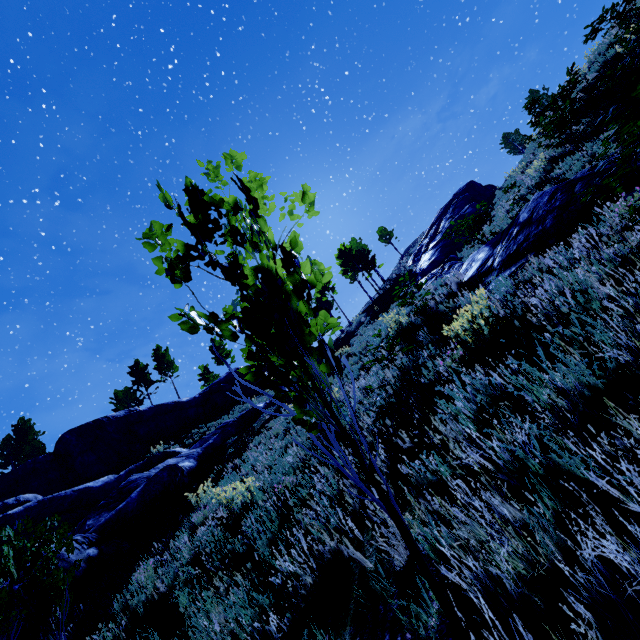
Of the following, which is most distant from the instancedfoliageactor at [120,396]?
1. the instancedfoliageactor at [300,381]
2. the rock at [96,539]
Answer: the instancedfoliageactor at [300,381]

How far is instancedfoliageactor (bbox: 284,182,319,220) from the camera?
1.61m

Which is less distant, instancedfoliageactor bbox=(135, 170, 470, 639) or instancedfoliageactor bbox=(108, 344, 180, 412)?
instancedfoliageactor bbox=(135, 170, 470, 639)

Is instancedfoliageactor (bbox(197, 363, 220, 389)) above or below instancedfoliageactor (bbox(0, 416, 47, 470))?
below

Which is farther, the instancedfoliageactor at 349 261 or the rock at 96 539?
the instancedfoliageactor at 349 261

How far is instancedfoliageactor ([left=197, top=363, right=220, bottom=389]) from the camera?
40.7m

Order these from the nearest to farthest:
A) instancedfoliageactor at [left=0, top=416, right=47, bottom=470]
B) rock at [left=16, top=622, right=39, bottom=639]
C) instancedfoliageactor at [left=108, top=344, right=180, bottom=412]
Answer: rock at [left=16, top=622, right=39, bottom=639], instancedfoliageactor at [left=0, top=416, right=47, bottom=470], instancedfoliageactor at [left=108, top=344, right=180, bottom=412]

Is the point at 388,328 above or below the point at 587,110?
below
